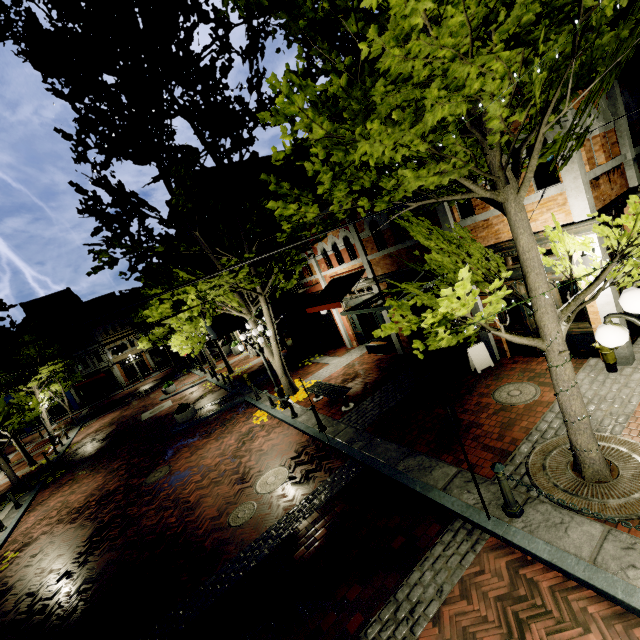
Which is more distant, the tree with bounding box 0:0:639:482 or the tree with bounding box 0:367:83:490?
the tree with bounding box 0:367:83:490

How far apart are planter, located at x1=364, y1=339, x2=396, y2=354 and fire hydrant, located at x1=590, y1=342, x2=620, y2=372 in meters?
7.2

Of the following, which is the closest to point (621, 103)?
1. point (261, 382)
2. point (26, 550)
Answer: point (261, 382)

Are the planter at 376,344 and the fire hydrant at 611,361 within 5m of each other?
no

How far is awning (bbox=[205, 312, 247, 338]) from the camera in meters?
19.6

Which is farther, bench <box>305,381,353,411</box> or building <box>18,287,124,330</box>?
building <box>18,287,124,330</box>

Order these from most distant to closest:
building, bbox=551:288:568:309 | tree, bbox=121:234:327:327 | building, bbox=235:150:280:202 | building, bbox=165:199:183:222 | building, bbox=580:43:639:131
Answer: building, bbox=165:199:183:222
building, bbox=235:150:280:202
tree, bbox=121:234:327:327
building, bbox=551:288:568:309
building, bbox=580:43:639:131

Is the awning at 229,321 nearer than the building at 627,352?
No
